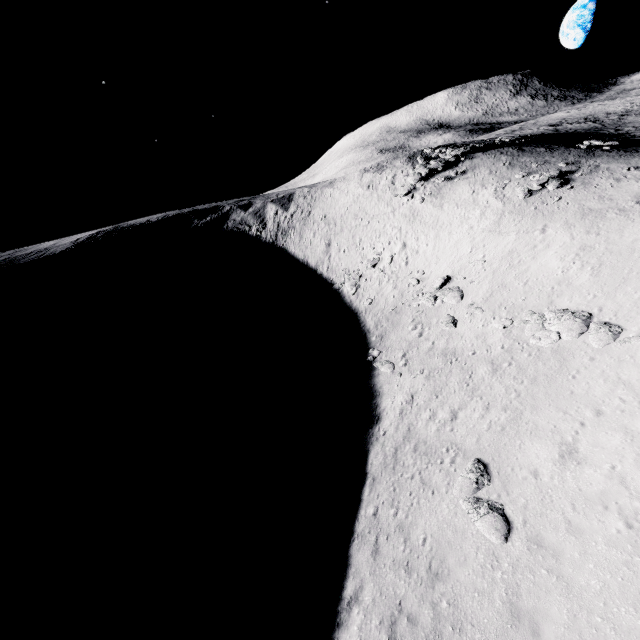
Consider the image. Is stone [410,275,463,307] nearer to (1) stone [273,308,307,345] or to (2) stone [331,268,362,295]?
(2) stone [331,268,362,295]

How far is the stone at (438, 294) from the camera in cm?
2468

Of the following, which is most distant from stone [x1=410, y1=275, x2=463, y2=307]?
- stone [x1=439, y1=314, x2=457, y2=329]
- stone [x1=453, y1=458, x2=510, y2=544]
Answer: stone [x1=453, y1=458, x2=510, y2=544]

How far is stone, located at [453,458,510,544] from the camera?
10.0 meters

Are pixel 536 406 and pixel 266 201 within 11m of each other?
no

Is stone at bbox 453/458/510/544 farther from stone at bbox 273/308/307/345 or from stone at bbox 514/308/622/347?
stone at bbox 273/308/307/345

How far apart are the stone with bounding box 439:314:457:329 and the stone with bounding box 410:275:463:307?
0.75m

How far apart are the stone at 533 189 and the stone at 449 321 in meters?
14.0 m
